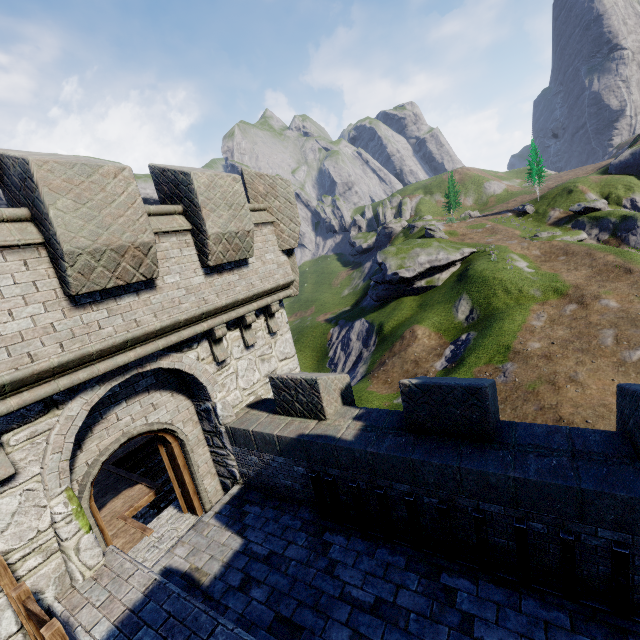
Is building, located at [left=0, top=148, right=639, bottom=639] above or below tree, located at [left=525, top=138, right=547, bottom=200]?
below

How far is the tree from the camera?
55.45m

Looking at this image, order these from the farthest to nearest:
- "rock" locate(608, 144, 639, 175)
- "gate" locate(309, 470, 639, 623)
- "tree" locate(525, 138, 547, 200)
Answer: "tree" locate(525, 138, 547, 200)
"rock" locate(608, 144, 639, 175)
"gate" locate(309, 470, 639, 623)

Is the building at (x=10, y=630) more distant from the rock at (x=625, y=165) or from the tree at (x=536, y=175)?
the rock at (x=625, y=165)

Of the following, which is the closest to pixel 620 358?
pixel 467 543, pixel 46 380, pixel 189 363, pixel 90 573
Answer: pixel 467 543

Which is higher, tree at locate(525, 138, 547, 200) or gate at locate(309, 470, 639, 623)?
tree at locate(525, 138, 547, 200)

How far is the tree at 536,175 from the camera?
55.5m

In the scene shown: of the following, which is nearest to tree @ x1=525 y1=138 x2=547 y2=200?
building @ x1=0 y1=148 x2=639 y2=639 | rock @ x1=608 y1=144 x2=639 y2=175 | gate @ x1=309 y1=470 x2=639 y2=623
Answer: rock @ x1=608 y1=144 x2=639 y2=175
